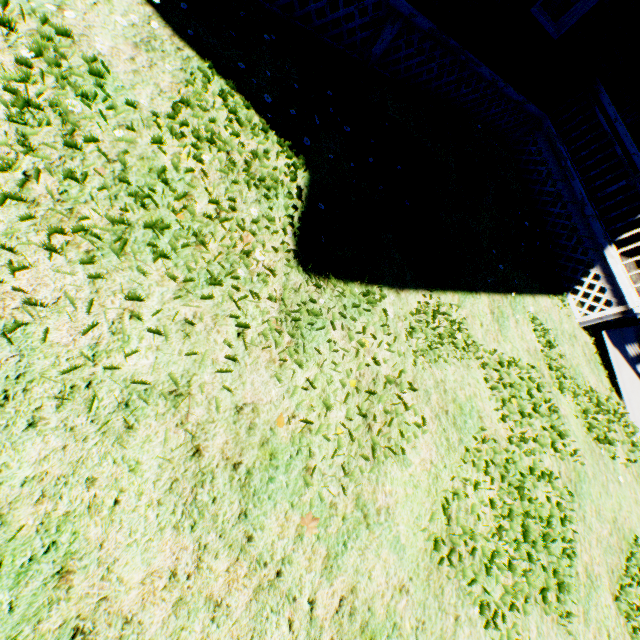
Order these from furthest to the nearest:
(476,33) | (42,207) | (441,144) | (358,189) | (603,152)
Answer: (603,152), (441,144), (476,33), (358,189), (42,207)
